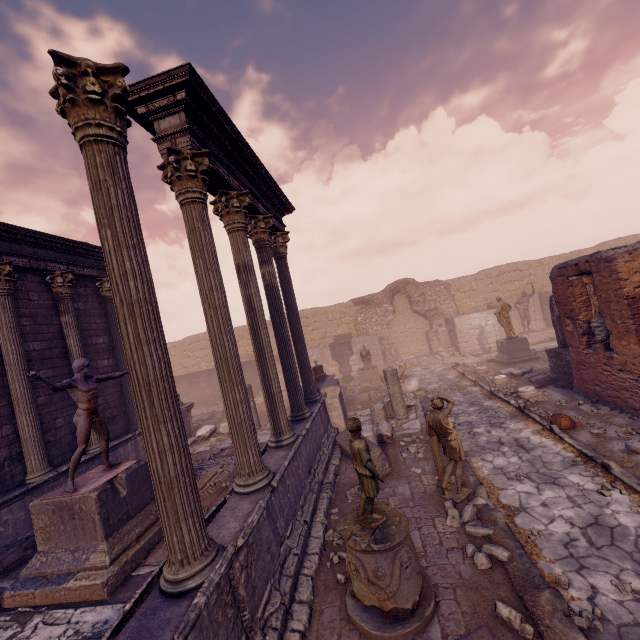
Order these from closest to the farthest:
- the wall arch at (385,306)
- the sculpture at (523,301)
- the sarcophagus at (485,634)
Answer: Answer:
1. the sarcophagus at (485,634)
2. the sculpture at (523,301)
3. the wall arch at (385,306)

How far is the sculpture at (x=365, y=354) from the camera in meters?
17.0

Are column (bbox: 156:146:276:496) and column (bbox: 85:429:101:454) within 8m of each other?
yes

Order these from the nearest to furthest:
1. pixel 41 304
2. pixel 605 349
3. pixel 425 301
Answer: pixel 605 349
pixel 41 304
pixel 425 301

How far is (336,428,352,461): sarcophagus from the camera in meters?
8.4

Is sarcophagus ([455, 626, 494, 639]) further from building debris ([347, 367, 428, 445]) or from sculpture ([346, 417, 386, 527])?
building debris ([347, 367, 428, 445])

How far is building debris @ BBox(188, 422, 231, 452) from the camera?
11.2m

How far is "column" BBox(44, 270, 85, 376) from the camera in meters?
9.6 m
